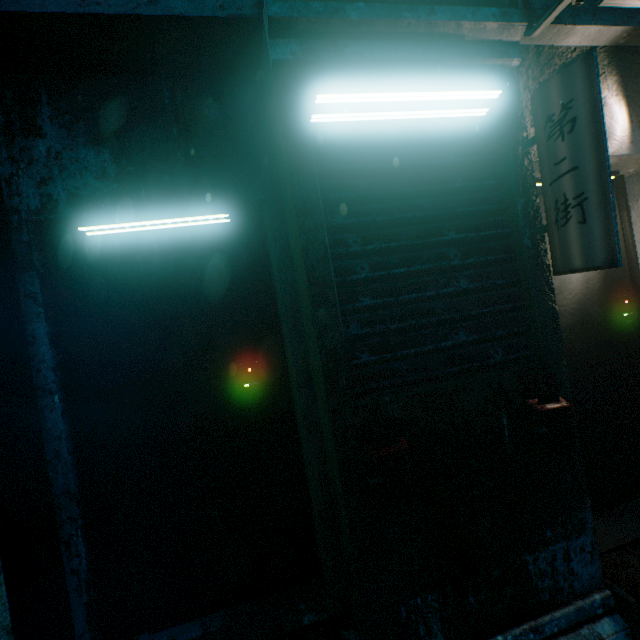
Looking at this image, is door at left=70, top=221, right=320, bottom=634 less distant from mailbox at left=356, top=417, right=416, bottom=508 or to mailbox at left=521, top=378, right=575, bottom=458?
mailbox at left=356, top=417, right=416, bottom=508

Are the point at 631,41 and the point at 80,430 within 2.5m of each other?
no

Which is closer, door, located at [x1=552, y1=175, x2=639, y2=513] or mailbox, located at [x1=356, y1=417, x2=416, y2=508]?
mailbox, located at [x1=356, y1=417, x2=416, y2=508]

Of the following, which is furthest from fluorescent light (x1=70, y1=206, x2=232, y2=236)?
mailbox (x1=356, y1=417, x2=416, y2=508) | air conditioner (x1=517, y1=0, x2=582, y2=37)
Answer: air conditioner (x1=517, y1=0, x2=582, y2=37)

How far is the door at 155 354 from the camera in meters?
1.7 m

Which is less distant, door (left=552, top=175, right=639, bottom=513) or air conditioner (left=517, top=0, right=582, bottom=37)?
air conditioner (left=517, top=0, right=582, bottom=37)

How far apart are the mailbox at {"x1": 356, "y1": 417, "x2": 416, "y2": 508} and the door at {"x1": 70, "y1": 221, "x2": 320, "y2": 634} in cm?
61

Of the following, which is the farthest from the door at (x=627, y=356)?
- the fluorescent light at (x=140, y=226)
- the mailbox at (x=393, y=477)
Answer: the fluorescent light at (x=140, y=226)
